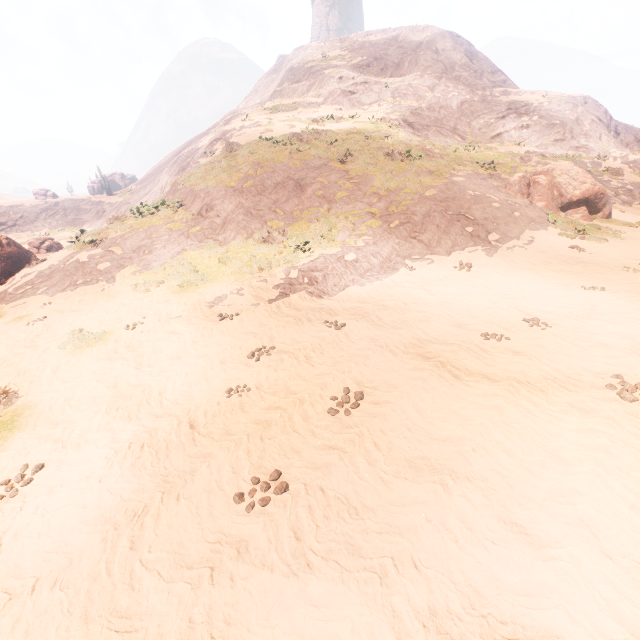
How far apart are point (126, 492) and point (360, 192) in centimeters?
1460cm

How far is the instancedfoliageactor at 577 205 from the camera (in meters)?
16.45

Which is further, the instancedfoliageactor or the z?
the instancedfoliageactor

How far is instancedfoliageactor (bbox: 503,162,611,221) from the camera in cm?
1645

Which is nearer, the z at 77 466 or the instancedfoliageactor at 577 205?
the z at 77 466
